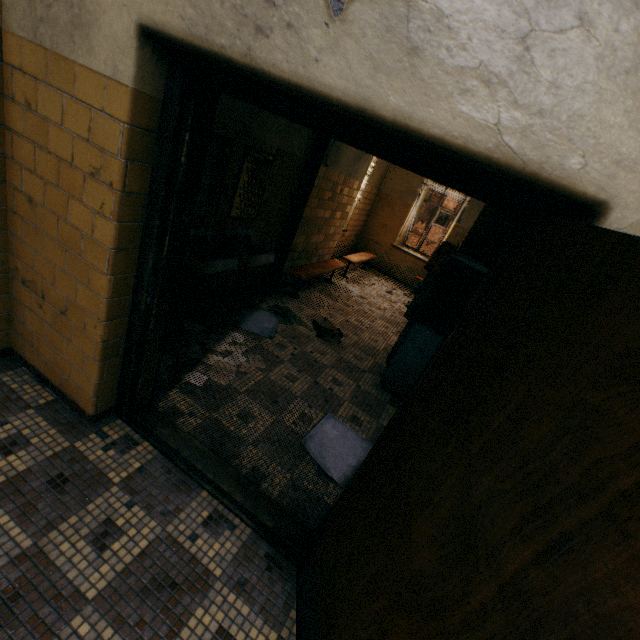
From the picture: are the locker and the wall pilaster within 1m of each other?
no

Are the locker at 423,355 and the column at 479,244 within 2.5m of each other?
yes

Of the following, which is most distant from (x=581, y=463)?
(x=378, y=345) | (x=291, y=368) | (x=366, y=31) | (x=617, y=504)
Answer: (x=378, y=345)

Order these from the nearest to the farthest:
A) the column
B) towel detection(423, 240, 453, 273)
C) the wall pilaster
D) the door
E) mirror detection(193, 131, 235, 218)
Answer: the door → mirror detection(193, 131, 235, 218) → the column → the wall pilaster → towel detection(423, 240, 453, 273)

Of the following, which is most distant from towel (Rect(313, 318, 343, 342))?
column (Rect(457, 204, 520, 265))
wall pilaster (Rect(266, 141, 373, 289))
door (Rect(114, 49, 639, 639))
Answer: door (Rect(114, 49, 639, 639))

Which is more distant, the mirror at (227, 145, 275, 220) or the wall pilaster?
the wall pilaster

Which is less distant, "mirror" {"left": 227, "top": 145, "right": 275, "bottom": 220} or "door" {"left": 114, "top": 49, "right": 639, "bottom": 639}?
"door" {"left": 114, "top": 49, "right": 639, "bottom": 639}

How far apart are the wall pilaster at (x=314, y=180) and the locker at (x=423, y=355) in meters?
1.9
